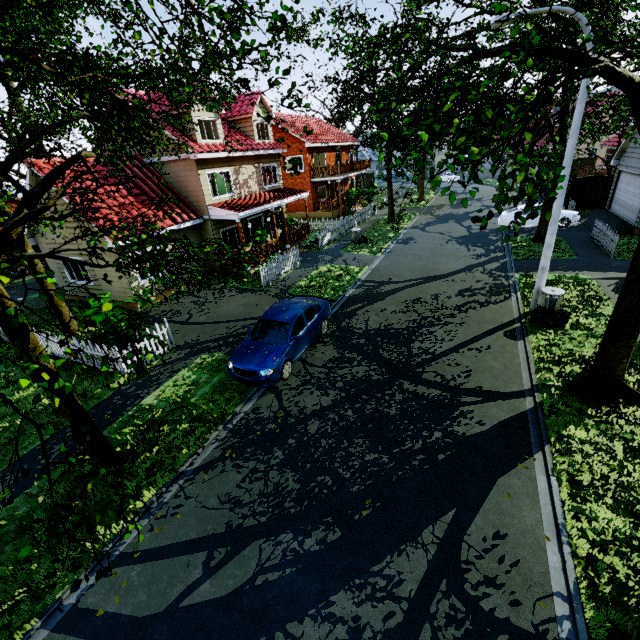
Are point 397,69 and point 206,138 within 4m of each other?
no

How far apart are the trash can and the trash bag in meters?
0.0 m

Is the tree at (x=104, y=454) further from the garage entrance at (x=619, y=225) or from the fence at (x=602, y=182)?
the garage entrance at (x=619, y=225)

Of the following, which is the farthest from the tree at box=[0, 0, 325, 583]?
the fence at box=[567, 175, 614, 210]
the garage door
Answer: the garage door

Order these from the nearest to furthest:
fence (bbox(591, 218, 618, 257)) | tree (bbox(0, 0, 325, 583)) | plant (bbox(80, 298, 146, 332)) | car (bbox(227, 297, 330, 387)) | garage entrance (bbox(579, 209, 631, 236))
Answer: tree (bbox(0, 0, 325, 583))
car (bbox(227, 297, 330, 387))
plant (bbox(80, 298, 146, 332))
fence (bbox(591, 218, 618, 257))
garage entrance (bbox(579, 209, 631, 236))

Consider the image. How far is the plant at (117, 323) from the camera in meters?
10.4 m

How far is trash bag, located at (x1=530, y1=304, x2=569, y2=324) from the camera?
10.4m

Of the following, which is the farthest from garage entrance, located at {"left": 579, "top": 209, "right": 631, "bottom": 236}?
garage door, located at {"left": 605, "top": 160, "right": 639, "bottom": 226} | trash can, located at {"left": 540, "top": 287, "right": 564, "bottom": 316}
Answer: trash can, located at {"left": 540, "top": 287, "right": 564, "bottom": 316}
